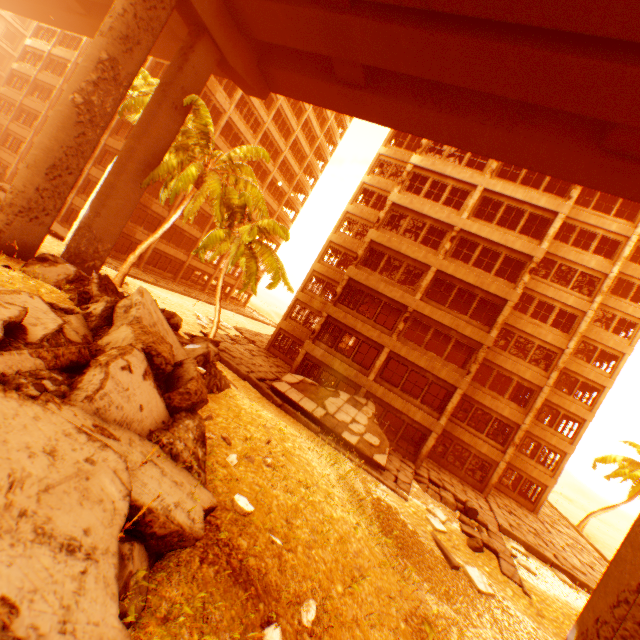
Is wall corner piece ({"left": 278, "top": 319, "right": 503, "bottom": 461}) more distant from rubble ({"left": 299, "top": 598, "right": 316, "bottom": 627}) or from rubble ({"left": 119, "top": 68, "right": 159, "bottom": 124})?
rubble ({"left": 299, "top": 598, "right": 316, "bottom": 627})

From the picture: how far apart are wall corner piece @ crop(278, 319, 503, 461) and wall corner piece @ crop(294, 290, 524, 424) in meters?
2.1

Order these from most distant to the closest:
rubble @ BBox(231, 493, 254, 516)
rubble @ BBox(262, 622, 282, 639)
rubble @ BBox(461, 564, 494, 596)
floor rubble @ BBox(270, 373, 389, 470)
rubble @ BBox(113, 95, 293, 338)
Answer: floor rubble @ BBox(270, 373, 389, 470)
rubble @ BBox(113, 95, 293, 338)
rubble @ BBox(461, 564, 494, 596)
rubble @ BBox(231, 493, 254, 516)
rubble @ BBox(262, 622, 282, 639)

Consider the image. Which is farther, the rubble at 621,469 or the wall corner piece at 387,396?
the rubble at 621,469

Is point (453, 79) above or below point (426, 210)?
above

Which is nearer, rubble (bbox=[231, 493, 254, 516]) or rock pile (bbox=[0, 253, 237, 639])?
rock pile (bbox=[0, 253, 237, 639])

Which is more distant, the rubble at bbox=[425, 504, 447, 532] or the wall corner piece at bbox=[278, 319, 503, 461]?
the wall corner piece at bbox=[278, 319, 503, 461]

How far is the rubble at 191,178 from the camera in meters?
15.6 m
